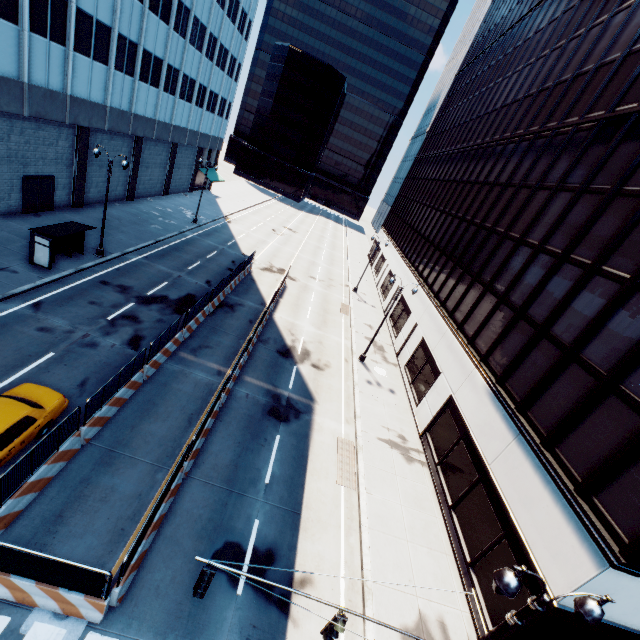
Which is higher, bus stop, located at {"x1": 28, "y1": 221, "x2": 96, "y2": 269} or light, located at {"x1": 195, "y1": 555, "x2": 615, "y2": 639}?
light, located at {"x1": 195, "y1": 555, "x2": 615, "y2": 639}

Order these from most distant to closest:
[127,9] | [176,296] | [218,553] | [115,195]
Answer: [115,195] < [127,9] < [176,296] < [218,553]

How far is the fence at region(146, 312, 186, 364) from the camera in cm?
1548

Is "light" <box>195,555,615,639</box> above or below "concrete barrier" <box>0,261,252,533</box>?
above

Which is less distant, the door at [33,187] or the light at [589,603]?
the light at [589,603]

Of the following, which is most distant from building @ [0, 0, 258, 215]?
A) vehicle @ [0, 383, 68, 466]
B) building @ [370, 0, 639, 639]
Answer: building @ [370, 0, 639, 639]

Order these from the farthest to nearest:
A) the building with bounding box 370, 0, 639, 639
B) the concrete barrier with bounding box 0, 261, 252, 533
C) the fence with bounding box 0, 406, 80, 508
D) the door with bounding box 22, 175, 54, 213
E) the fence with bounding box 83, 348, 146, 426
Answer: the door with bounding box 22, 175, 54, 213 < the fence with bounding box 83, 348, 146, 426 < the building with bounding box 370, 0, 639, 639 < the concrete barrier with bounding box 0, 261, 252, 533 < the fence with bounding box 0, 406, 80, 508

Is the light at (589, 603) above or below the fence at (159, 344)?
above
